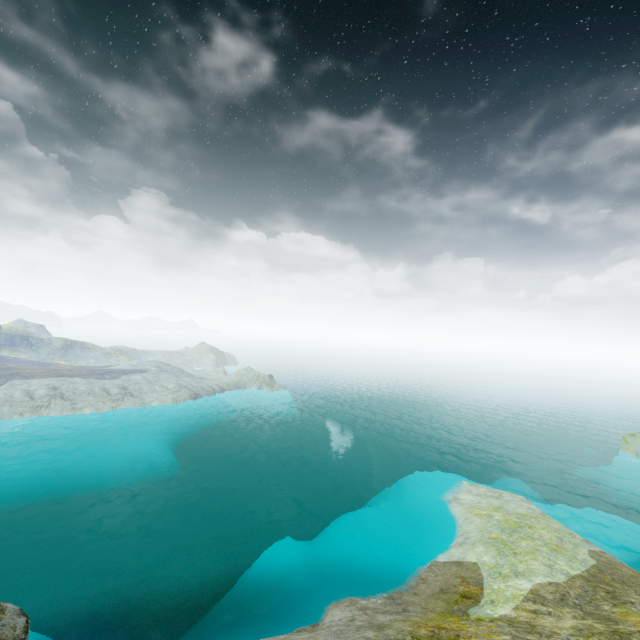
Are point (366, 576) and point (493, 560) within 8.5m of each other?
yes
